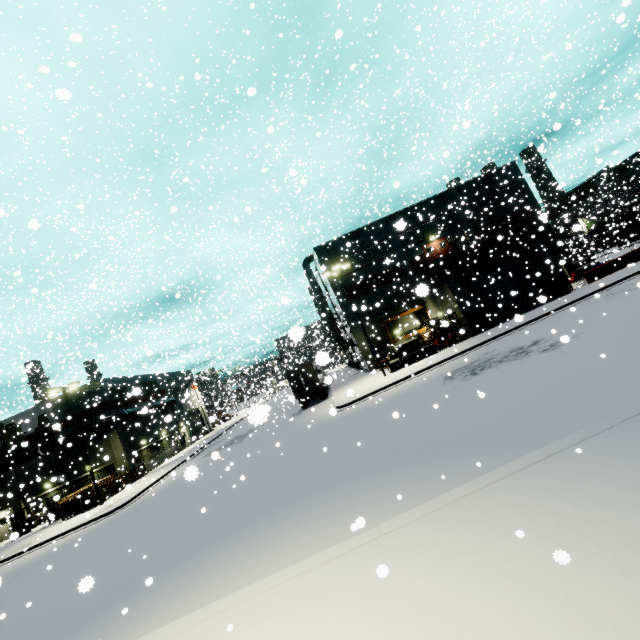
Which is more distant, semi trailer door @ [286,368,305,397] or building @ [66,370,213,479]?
building @ [66,370,213,479]

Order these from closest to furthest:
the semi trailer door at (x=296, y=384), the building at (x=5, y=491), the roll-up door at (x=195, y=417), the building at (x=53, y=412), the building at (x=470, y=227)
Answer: the building at (x=53, y=412)
the building at (x=470, y=227)
the semi trailer door at (x=296, y=384)
the building at (x=5, y=491)
the roll-up door at (x=195, y=417)

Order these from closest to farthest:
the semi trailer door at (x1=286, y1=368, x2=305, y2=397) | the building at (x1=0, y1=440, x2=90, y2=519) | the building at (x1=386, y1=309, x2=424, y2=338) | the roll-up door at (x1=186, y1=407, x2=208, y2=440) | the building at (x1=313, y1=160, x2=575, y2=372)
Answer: the building at (x1=313, y1=160, x2=575, y2=372)
the semi trailer door at (x1=286, y1=368, x2=305, y2=397)
the building at (x1=0, y1=440, x2=90, y2=519)
the building at (x1=386, y1=309, x2=424, y2=338)
the roll-up door at (x1=186, y1=407, x2=208, y2=440)

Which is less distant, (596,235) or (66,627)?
(66,627)

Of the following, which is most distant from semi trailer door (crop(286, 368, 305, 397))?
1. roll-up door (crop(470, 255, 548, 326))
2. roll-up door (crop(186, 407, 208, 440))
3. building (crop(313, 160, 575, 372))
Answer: roll-up door (crop(186, 407, 208, 440))

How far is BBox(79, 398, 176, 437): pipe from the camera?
26.0m

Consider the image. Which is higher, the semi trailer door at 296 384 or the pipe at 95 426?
the pipe at 95 426

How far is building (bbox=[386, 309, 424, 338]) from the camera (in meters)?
34.38
